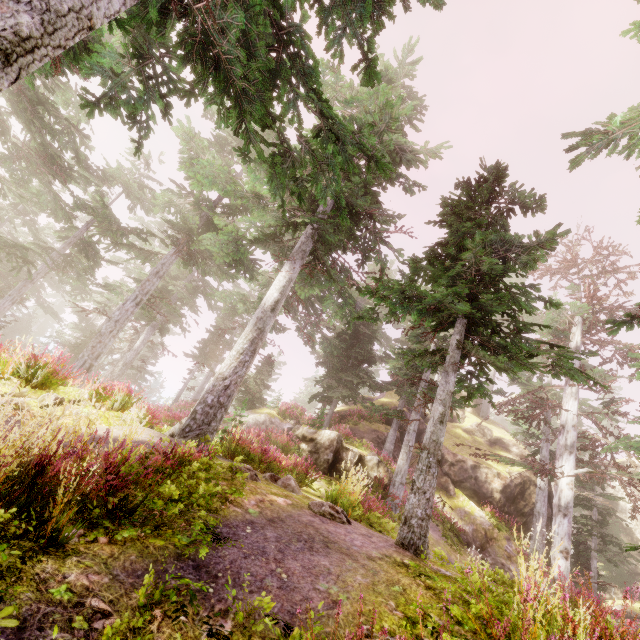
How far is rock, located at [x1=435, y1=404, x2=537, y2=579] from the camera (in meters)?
17.61

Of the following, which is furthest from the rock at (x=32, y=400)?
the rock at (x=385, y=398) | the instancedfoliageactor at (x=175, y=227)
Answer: the rock at (x=385, y=398)

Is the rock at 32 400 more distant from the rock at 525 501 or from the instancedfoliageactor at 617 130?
the rock at 525 501

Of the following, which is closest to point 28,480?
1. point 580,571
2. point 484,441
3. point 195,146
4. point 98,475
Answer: point 98,475

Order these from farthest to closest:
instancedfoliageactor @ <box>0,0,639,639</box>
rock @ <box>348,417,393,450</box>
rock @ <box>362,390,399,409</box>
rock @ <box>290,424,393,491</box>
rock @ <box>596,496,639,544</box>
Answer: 1. rock @ <box>596,496,639,544</box>
2. rock @ <box>362,390,399,409</box>
3. rock @ <box>348,417,393,450</box>
4. rock @ <box>290,424,393,491</box>
5. instancedfoliageactor @ <box>0,0,639,639</box>

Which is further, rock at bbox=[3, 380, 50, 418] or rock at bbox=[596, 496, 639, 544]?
rock at bbox=[596, 496, 639, 544]

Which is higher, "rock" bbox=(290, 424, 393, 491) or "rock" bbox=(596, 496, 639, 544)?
"rock" bbox=(596, 496, 639, 544)

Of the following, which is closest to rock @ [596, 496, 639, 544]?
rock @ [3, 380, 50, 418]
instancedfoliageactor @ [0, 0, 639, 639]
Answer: instancedfoliageactor @ [0, 0, 639, 639]
